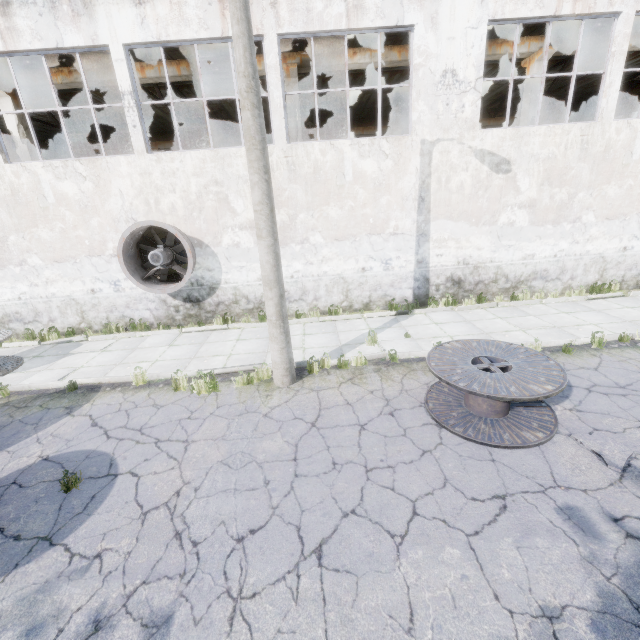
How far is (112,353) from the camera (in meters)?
9.31

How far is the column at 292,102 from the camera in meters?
11.5

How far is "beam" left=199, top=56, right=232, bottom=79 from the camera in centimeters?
1104cm

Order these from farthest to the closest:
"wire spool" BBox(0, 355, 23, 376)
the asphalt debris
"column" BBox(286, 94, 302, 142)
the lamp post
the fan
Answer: "column" BBox(286, 94, 302, 142) → the fan → "wire spool" BBox(0, 355, 23, 376) → the lamp post → the asphalt debris

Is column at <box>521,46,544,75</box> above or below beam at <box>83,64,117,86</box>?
below

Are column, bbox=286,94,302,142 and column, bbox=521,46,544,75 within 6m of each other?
no

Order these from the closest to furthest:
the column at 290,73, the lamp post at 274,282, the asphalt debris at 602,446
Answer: the asphalt debris at 602,446 → the lamp post at 274,282 → the column at 290,73
